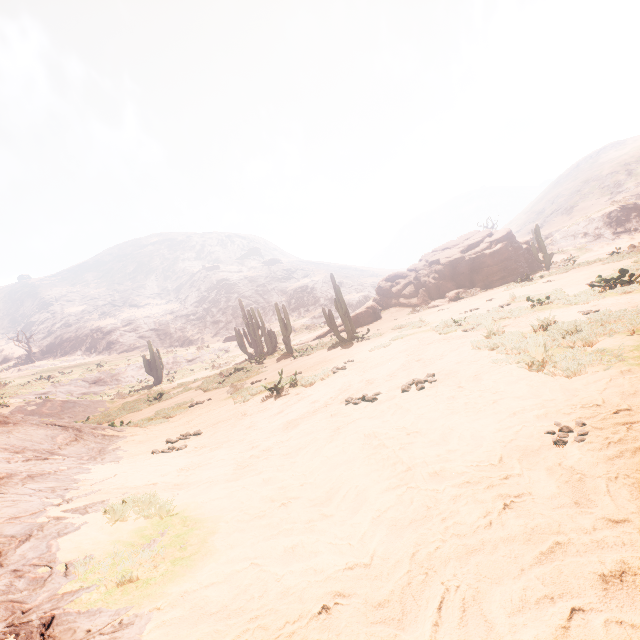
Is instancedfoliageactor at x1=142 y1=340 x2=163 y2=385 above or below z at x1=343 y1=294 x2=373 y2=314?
below

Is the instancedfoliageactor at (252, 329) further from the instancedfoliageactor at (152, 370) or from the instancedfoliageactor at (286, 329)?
the instancedfoliageactor at (152, 370)

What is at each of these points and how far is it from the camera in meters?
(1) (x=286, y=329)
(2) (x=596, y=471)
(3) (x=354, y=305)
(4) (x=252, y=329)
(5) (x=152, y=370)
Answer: (1) instancedfoliageactor, 21.6
(2) z, 2.3
(3) z, 57.7
(4) instancedfoliageactor, 26.8
(5) instancedfoliageactor, 29.0

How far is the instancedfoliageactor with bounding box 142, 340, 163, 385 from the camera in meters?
28.7

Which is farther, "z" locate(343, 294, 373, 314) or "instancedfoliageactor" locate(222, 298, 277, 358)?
"z" locate(343, 294, 373, 314)

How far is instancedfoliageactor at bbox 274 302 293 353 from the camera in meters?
21.0

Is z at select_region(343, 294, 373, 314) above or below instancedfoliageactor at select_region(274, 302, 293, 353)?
above

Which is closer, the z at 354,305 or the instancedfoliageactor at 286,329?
the instancedfoliageactor at 286,329
